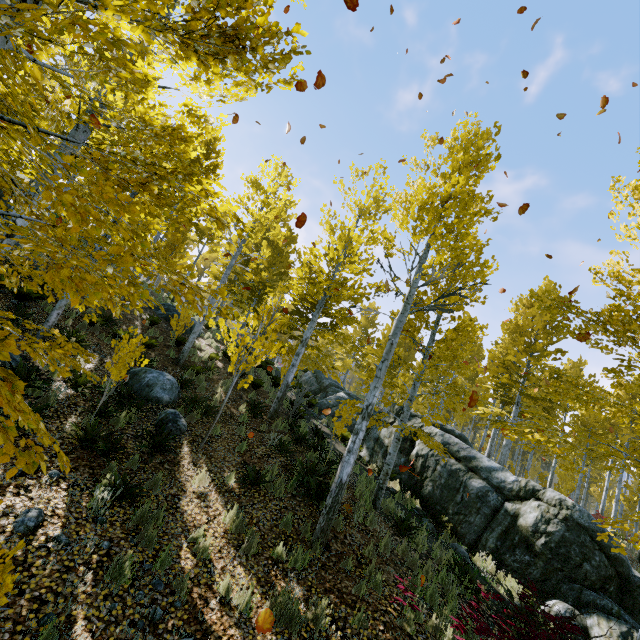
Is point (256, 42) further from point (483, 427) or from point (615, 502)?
point (483, 427)

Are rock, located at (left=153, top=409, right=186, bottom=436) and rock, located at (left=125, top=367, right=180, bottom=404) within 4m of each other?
yes

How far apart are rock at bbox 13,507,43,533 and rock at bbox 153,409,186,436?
3.49m

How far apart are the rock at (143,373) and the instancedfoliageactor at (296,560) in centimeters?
581cm

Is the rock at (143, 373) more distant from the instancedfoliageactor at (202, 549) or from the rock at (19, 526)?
the rock at (19, 526)

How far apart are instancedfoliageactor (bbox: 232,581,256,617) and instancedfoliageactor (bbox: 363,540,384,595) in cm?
223

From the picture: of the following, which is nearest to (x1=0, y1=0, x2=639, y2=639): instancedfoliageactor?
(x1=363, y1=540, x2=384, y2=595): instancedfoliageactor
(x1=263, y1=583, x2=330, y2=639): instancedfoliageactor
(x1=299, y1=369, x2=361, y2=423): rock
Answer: (x1=299, y1=369, x2=361, y2=423): rock

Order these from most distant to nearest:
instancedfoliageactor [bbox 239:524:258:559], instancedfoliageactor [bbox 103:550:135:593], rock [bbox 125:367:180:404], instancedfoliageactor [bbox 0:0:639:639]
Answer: rock [bbox 125:367:180:404]
instancedfoliageactor [bbox 239:524:258:559]
instancedfoliageactor [bbox 103:550:135:593]
instancedfoliageactor [bbox 0:0:639:639]
